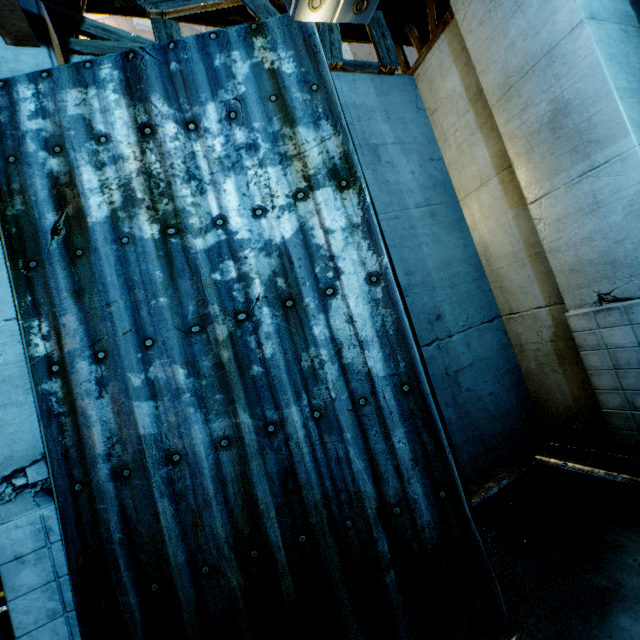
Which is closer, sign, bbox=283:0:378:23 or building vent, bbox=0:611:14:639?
sign, bbox=283:0:378:23

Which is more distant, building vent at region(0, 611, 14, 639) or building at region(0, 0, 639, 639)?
building vent at region(0, 611, 14, 639)

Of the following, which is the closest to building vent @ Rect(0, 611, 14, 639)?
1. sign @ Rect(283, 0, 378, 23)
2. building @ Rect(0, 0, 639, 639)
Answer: building @ Rect(0, 0, 639, 639)

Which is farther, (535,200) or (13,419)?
(535,200)

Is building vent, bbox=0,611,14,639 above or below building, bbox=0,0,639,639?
below

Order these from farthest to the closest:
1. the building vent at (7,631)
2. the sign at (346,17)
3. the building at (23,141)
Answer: the building vent at (7,631) < the building at (23,141) < the sign at (346,17)

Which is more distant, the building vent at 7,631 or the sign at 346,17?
the building vent at 7,631
